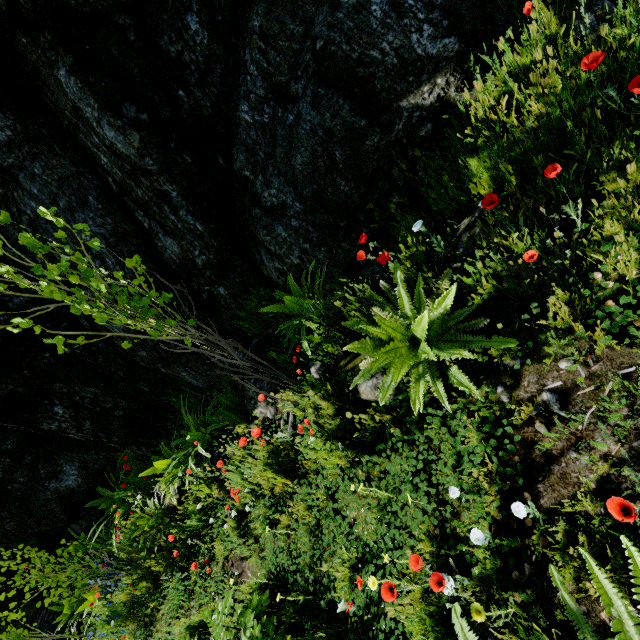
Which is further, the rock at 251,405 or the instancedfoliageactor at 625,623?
the rock at 251,405

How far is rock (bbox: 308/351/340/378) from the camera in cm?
329

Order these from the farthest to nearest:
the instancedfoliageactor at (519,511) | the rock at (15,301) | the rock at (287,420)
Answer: the rock at (15,301) < the rock at (287,420) < the instancedfoliageactor at (519,511)

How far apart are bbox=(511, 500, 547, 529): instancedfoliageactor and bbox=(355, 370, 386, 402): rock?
1.4 meters

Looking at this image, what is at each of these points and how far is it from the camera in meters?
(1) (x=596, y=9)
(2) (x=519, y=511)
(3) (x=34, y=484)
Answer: (1) rock, 2.3
(2) instancedfoliageactor, 1.7
(3) rock, 6.2

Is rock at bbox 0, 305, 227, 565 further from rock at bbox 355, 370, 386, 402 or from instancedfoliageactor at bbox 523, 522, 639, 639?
instancedfoliageactor at bbox 523, 522, 639, 639

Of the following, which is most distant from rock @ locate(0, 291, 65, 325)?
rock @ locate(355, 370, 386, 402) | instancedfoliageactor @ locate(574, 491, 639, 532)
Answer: instancedfoliageactor @ locate(574, 491, 639, 532)
